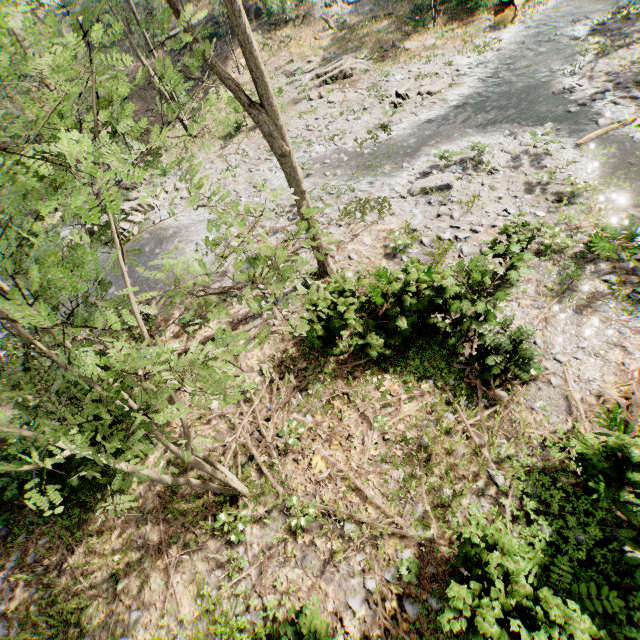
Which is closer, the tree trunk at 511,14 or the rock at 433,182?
the rock at 433,182

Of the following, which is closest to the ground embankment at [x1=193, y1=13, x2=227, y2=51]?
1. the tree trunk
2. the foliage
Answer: the foliage

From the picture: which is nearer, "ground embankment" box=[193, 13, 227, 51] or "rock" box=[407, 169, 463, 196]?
"rock" box=[407, 169, 463, 196]

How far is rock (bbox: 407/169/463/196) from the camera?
12.12m

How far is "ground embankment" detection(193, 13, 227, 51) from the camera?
28.5m

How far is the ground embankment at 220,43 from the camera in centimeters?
2848cm

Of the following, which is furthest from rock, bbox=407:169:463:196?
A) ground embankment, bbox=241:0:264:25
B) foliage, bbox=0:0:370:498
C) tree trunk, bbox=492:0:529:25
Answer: ground embankment, bbox=241:0:264:25

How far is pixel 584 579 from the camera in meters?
5.4
